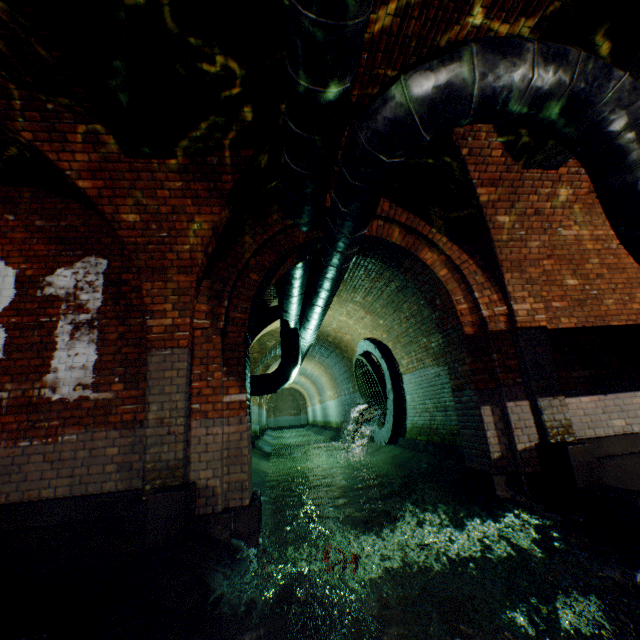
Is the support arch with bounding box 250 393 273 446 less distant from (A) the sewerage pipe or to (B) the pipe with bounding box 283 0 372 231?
(B) the pipe with bounding box 283 0 372 231

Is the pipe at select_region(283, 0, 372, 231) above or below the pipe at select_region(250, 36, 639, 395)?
above

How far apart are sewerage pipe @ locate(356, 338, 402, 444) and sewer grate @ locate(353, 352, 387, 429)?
0.0m

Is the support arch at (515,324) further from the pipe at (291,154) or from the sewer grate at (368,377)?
the sewer grate at (368,377)

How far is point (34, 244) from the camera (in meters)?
4.29

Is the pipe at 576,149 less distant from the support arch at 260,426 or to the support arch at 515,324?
the support arch at 515,324

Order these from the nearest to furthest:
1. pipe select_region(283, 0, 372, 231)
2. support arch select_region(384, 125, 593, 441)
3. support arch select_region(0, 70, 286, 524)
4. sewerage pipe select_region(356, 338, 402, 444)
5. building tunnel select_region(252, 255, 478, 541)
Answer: pipe select_region(283, 0, 372, 231)
support arch select_region(0, 70, 286, 524)
support arch select_region(384, 125, 593, 441)
building tunnel select_region(252, 255, 478, 541)
sewerage pipe select_region(356, 338, 402, 444)

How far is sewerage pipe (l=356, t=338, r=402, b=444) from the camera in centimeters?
898cm
